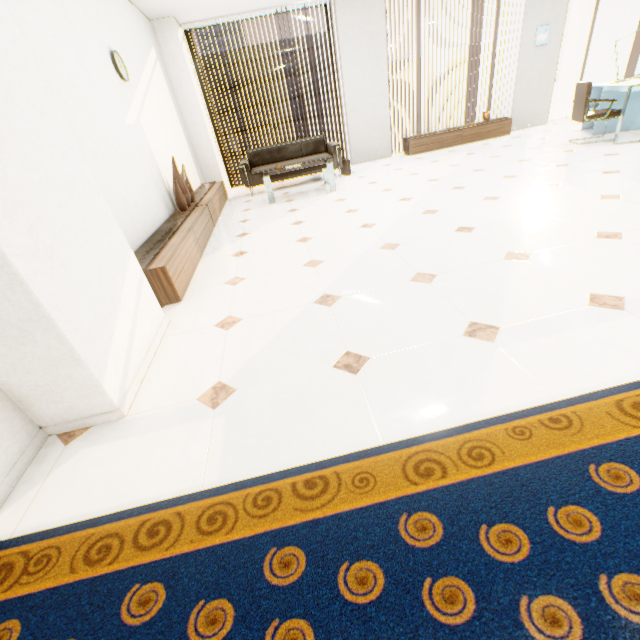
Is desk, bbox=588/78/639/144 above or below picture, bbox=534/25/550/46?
below

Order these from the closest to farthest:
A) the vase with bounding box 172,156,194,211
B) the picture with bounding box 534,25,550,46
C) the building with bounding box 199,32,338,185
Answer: the vase with bounding box 172,156,194,211
the picture with bounding box 534,25,550,46
the building with bounding box 199,32,338,185

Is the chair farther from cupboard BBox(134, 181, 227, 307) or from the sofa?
cupboard BBox(134, 181, 227, 307)

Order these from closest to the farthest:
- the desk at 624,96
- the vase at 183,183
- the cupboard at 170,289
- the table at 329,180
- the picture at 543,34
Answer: the cupboard at 170,289 → the vase at 183,183 → the desk at 624,96 → the table at 329,180 → the picture at 543,34

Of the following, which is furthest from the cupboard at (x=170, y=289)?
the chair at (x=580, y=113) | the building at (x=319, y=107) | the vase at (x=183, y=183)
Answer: the building at (x=319, y=107)

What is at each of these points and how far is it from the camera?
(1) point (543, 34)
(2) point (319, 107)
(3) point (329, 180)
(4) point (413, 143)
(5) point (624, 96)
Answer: (1) picture, 6.99m
(2) building, 55.03m
(3) table, 5.54m
(4) cupboard, 7.25m
(5) desk, 5.42m

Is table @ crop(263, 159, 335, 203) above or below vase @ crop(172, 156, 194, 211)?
below

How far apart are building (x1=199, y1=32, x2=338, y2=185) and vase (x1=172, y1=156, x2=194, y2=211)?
60.0m
